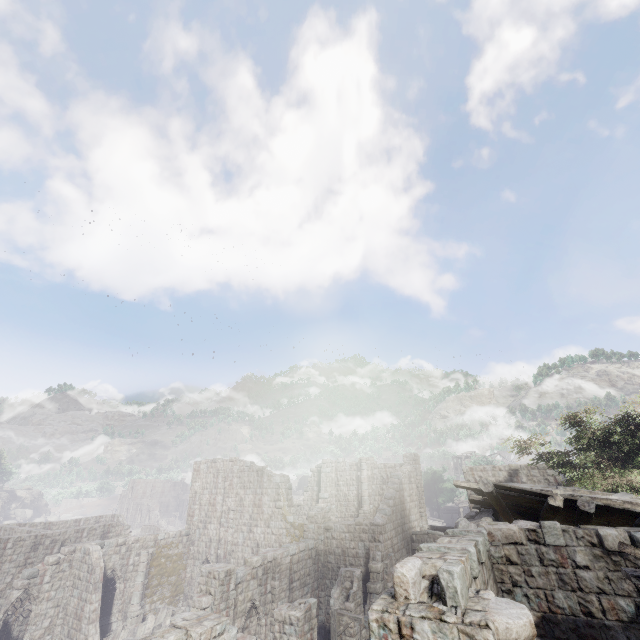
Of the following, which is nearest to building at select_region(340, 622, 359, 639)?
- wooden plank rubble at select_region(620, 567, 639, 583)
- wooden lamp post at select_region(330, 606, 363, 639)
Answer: wooden plank rubble at select_region(620, 567, 639, 583)

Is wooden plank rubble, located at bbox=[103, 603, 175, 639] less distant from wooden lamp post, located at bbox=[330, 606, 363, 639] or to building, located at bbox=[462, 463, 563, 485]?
building, located at bbox=[462, 463, 563, 485]

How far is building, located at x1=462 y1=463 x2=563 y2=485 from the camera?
21.9m

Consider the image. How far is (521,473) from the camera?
22.7m

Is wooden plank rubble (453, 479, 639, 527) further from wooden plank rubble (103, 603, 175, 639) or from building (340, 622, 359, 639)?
wooden plank rubble (103, 603, 175, 639)

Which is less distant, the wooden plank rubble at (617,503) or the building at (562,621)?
the building at (562,621)

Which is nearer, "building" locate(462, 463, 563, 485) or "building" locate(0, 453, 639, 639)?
"building" locate(0, 453, 639, 639)

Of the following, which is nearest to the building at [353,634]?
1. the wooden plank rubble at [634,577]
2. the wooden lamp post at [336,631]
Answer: the wooden plank rubble at [634,577]
